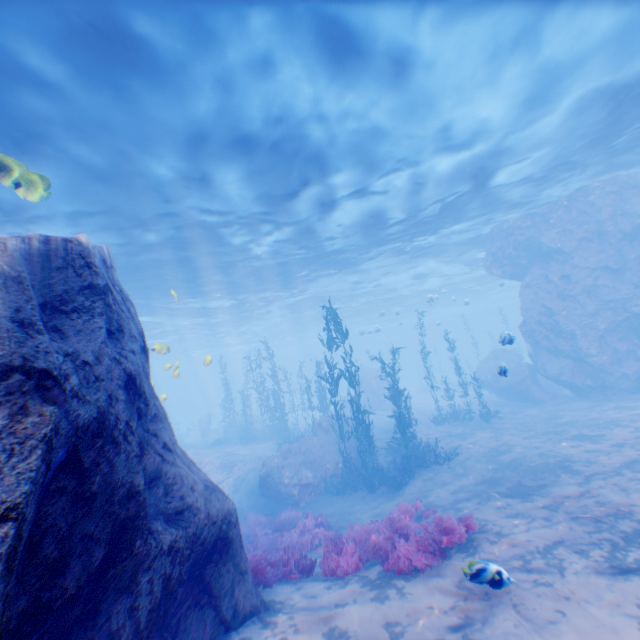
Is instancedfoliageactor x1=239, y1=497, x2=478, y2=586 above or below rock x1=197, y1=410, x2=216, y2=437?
below

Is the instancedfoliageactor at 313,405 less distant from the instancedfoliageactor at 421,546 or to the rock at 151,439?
the rock at 151,439

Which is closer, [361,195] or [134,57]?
[134,57]

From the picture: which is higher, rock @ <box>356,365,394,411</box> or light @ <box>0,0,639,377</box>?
light @ <box>0,0,639,377</box>

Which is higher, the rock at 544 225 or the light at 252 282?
the light at 252 282

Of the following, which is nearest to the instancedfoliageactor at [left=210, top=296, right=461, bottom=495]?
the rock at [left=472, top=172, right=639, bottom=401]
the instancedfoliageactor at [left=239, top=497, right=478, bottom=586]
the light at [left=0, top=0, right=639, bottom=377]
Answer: the rock at [left=472, top=172, right=639, bottom=401]

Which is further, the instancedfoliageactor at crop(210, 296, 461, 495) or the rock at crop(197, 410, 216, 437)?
the rock at crop(197, 410, 216, 437)
